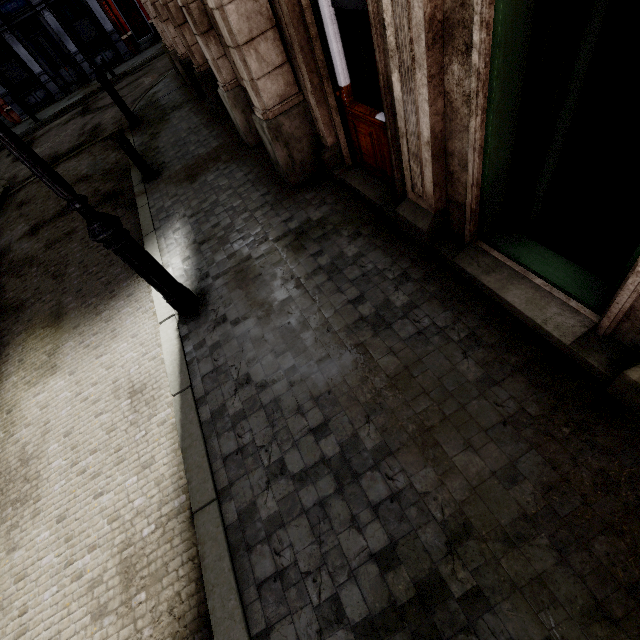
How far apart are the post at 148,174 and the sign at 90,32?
21.1m

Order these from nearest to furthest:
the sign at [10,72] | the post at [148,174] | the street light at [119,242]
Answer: the street light at [119,242], the post at [148,174], the sign at [10,72]

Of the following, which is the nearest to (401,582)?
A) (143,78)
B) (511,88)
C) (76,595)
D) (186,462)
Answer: (186,462)

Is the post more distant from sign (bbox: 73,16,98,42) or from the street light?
sign (bbox: 73,16,98,42)

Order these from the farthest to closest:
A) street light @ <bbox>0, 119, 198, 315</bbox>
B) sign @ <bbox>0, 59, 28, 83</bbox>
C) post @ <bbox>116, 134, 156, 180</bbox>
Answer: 1. sign @ <bbox>0, 59, 28, 83</bbox>
2. post @ <bbox>116, 134, 156, 180</bbox>
3. street light @ <bbox>0, 119, 198, 315</bbox>

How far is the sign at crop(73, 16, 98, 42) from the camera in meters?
19.2 m

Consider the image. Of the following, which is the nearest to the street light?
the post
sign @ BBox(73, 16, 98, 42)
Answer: the post

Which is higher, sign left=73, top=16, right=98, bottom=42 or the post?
sign left=73, top=16, right=98, bottom=42
